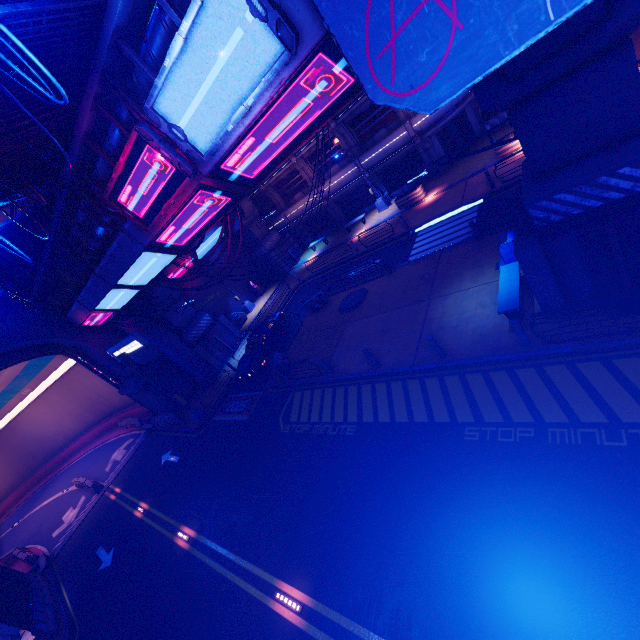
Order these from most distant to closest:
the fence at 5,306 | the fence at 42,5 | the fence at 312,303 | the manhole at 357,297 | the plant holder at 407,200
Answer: the plant holder at 407,200 < the fence at 312,303 < the manhole at 357,297 < the fence at 5,306 < the fence at 42,5

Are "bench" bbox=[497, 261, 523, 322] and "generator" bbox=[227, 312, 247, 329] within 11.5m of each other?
no

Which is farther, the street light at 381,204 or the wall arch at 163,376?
the street light at 381,204

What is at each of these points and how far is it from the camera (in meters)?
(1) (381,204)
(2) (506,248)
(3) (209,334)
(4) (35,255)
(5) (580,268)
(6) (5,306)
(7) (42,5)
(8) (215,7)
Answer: (1) street light, 27.81
(2) trash can, 12.06
(3) pillar, 26.14
(4) fence, 15.08
(5) pillar, 8.65
(6) fence, 18.22
(7) fence, 5.26
(8) sign, 5.32

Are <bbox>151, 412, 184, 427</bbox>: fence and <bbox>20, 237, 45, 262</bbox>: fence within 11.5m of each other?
no

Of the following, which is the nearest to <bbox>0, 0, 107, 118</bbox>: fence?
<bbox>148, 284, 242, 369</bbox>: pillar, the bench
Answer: the bench

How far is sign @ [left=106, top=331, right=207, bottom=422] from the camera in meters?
15.7

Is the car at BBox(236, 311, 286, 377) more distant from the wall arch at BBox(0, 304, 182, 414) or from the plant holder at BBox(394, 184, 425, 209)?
the plant holder at BBox(394, 184, 425, 209)
